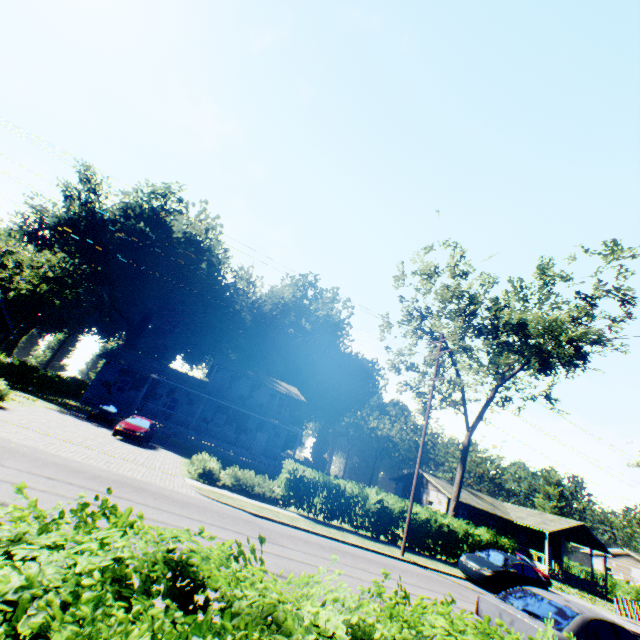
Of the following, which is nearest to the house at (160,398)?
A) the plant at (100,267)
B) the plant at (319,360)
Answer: the plant at (319,360)

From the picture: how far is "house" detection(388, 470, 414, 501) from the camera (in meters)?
44.25

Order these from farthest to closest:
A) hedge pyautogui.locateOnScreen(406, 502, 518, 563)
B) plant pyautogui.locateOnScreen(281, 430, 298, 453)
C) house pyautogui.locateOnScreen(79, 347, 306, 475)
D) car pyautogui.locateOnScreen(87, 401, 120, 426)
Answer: plant pyautogui.locateOnScreen(281, 430, 298, 453)
house pyautogui.locateOnScreen(79, 347, 306, 475)
car pyautogui.locateOnScreen(87, 401, 120, 426)
hedge pyautogui.locateOnScreen(406, 502, 518, 563)

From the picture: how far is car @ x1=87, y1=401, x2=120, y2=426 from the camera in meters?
25.8 m

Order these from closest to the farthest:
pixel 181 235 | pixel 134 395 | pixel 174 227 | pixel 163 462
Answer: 1. pixel 163 462
2. pixel 134 395
3. pixel 181 235
4. pixel 174 227

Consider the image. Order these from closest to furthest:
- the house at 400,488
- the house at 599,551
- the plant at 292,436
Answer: the house at 599,551 → the house at 400,488 → the plant at 292,436

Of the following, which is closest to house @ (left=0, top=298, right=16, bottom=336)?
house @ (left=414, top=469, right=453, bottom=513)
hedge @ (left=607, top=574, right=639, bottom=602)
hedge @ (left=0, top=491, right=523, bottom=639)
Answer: hedge @ (left=0, top=491, right=523, bottom=639)

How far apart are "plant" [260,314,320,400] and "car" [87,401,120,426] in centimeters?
2914cm
